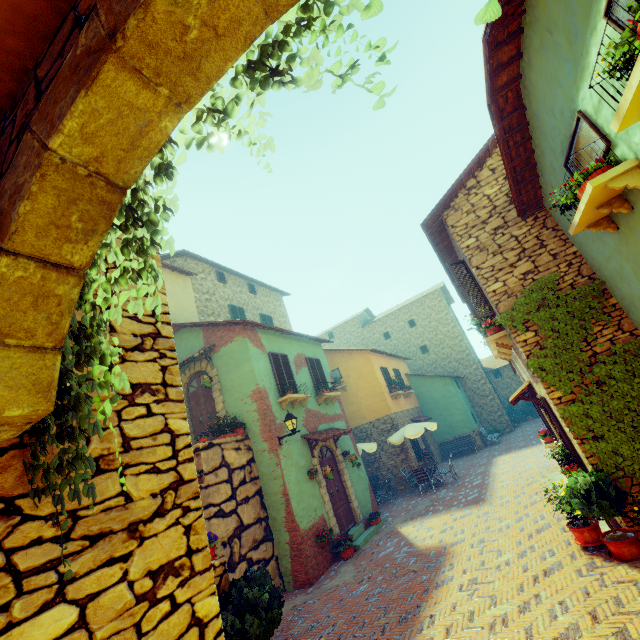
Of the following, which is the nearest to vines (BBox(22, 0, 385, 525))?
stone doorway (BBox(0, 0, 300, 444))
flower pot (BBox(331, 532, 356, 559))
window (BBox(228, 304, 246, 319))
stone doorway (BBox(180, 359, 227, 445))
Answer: stone doorway (BBox(0, 0, 300, 444))

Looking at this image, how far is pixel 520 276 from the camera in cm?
700

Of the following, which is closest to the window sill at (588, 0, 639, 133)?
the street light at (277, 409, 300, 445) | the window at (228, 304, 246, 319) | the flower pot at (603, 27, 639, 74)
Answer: the flower pot at (603, 27, 639, 74)

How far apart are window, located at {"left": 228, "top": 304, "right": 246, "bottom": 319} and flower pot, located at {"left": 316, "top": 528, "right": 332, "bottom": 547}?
9.8m

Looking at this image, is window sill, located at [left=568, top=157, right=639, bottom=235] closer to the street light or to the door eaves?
the street light

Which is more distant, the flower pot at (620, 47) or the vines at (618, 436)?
the vines at (618, 436)

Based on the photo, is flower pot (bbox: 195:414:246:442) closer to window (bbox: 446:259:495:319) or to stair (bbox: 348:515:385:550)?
window (bbox: 446:259:495:319)

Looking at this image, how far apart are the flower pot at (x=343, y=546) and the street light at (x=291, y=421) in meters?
3.3 m
